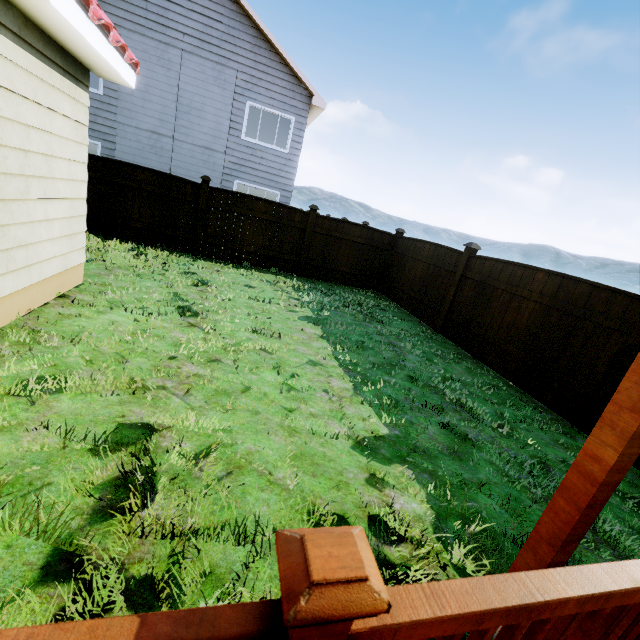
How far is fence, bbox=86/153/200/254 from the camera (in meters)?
8.33

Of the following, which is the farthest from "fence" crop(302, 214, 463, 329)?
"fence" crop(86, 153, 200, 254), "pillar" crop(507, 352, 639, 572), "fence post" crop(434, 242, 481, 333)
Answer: "pillar" crop(507, 352, 639, 572)

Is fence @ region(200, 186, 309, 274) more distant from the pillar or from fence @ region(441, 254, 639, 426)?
the pillar

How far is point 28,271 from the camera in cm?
379

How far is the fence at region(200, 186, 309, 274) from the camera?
9.22m

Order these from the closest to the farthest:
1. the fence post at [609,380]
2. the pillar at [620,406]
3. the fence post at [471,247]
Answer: the pillar at [620,406], the fence post at [609,380], the fence post at [471,247]

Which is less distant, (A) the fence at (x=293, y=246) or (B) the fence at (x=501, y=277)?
(B) the fence at (x=501, y=277)

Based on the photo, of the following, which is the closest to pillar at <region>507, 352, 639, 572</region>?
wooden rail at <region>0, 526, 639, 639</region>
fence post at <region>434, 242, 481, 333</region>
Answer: wooden rail at <region>0, 526, 639, 639</region>
